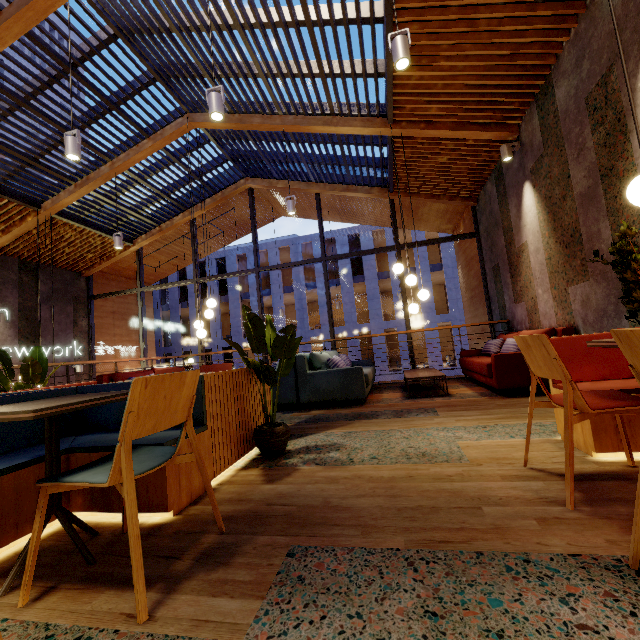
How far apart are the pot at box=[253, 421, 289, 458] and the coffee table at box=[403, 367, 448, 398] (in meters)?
2.69

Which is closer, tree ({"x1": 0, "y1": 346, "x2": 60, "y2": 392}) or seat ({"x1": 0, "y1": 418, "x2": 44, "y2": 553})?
seat ({"x1": 0, "y1": 418, "x2": 44, "y2": 553})

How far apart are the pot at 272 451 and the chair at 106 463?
1.1m

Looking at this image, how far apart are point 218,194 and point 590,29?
8.50m

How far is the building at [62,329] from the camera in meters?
9.5 m

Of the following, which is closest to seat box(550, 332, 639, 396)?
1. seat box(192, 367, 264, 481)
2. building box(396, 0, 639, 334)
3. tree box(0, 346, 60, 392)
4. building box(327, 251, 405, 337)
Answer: building box(396, 0, 639, 334)

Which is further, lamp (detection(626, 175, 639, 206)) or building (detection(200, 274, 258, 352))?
building (detection(200, 274, 258, 352))

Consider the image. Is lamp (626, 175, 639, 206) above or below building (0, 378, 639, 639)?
above
